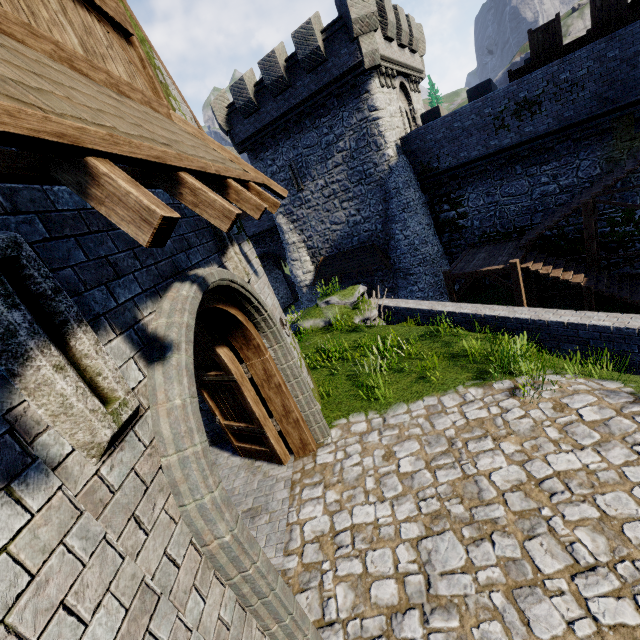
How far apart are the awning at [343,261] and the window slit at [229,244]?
15.6m

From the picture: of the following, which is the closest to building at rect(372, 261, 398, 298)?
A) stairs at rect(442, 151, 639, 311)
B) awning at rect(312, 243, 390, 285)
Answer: awning at rect(312, 243, 390, 285)

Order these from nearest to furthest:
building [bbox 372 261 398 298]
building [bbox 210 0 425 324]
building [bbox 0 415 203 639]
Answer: building [bbox 0 415 203 639] → building [bbox 210 0 425 324] → building [bbox 372 261 398 298]

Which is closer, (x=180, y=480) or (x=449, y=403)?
(x=180, y=480)

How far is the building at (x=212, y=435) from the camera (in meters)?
7.11

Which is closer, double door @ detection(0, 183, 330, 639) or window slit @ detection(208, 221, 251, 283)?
double door @ detection(0, 183, 330, 639)

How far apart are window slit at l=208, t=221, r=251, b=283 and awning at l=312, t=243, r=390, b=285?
15.6m

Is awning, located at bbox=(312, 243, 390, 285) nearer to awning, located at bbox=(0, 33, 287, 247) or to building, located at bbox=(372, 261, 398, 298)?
building, located at bbox=(372, 261, 398, 298)
